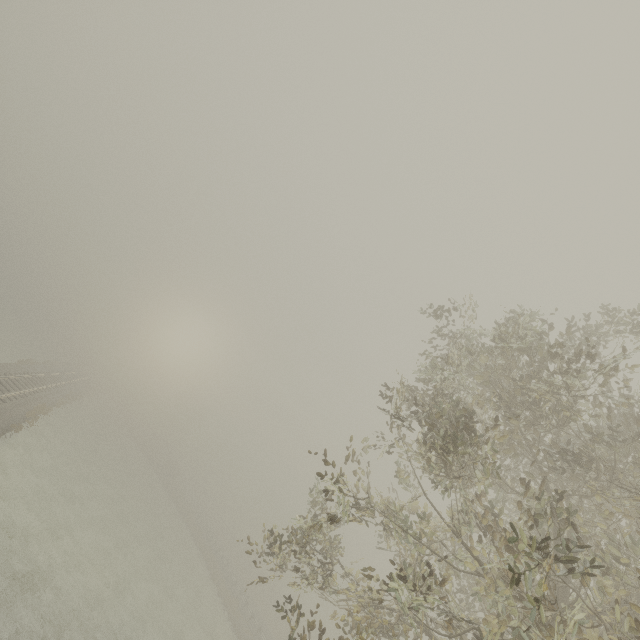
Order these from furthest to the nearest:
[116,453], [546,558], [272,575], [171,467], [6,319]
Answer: [171,467] < [6,319] < [116,453] < [272,575] < [546,558]
